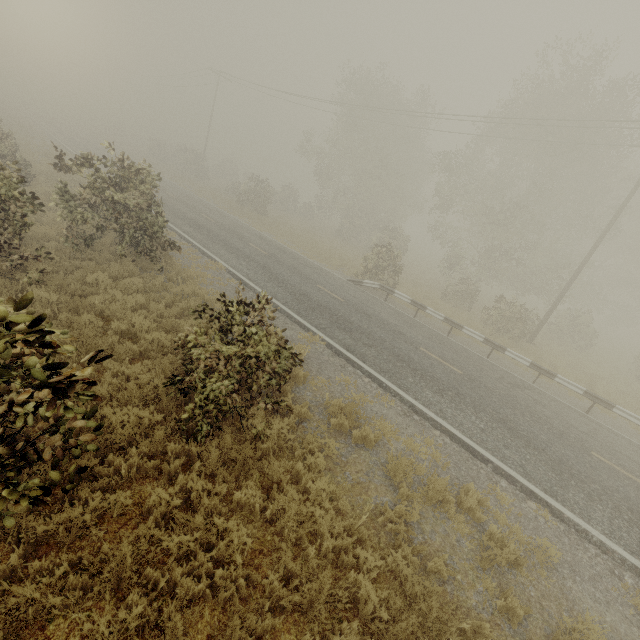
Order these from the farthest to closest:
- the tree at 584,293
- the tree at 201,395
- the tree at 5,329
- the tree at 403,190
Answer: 1. the tree at 584,293
2. the tree at 403,190
3. the tree at 201,395
4. the tree at 5,329

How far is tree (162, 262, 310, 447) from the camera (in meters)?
5.34

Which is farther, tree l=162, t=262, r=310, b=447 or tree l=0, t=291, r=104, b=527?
tree l=162, t=262, r=310, b=447

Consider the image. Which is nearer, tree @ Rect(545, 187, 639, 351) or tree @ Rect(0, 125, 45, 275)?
tree @ Rect(0, 125, 45, 275)

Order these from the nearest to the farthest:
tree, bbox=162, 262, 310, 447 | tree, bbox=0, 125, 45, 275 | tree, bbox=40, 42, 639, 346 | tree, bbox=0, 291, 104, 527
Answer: tree, bbox=0, 291, 104, 527 < tree, bbox=162, 262, 310, 447 < tree, bbox=0, 125, 45, 275 < tree, bbox=40, 42, 639, 346

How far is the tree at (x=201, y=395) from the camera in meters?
5.3

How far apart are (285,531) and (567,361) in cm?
2002
